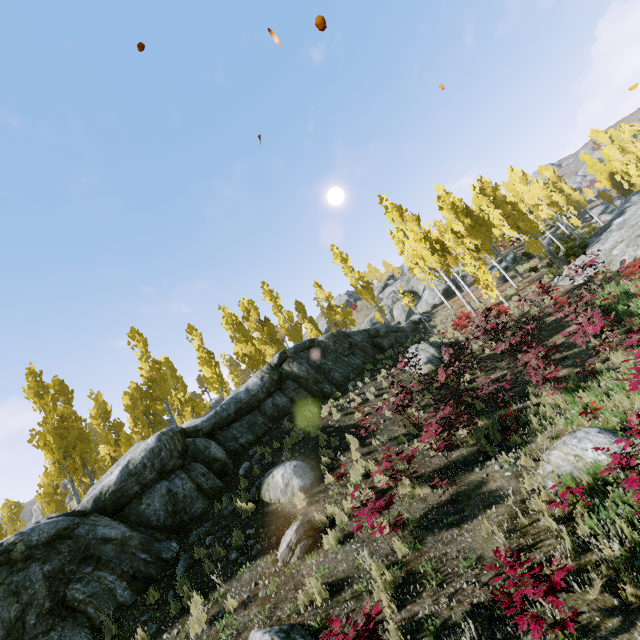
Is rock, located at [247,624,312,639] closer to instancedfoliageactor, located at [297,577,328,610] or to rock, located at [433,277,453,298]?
instancedfoliageactor, located at [297,577,328,610]

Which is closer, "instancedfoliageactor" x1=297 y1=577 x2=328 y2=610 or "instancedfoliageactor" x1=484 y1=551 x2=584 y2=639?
"instancedfoliageactor" x1=484 y1=551 x2=584 y2=639

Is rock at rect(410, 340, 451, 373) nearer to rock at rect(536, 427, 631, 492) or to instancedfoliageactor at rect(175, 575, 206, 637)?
instancedfoliageactor at rect(175, 575, 206, 637)

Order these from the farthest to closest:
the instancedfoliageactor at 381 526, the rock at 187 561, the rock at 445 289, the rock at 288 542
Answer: the rock at 445 289, the rock at 187 561, the rock at 288 542, the instancedfoliageactor at 381 526

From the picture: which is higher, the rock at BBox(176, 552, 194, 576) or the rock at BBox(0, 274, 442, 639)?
the rock at BBox(0, 274, 442, 639)

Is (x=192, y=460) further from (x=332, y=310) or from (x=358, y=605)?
(x=332, y=310)

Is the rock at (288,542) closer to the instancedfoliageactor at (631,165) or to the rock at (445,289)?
the instancedfoliageactor at (631,165)

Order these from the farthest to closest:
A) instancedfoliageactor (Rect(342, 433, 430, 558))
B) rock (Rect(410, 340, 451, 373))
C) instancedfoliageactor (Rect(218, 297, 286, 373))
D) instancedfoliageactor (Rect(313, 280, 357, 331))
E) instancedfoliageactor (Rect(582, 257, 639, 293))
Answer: instancedfoliageactor (Rect(313, 280, 357, 331))
instancedfoliageactor (Rect(218, 297, 286, 373))
rock (Rect(410, 340, 451, 373))
instancedfoliageactor (Rect(582, 257, 639, 293))
instancedfoliageactor (Rect(342, 433, 430, 558))
